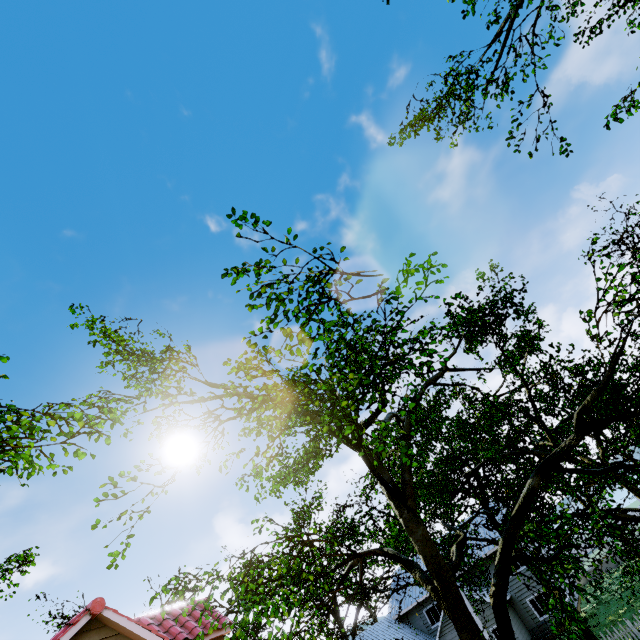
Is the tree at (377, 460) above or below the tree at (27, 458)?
below

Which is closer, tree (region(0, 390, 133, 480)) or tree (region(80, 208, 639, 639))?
tree (region(80, 208, 639, 639))

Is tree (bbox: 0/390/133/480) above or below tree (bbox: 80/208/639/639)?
above

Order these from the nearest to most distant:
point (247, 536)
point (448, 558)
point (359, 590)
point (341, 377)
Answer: point (341, 377)
point (448, 558)
point (247, 536)
point (359, 590)

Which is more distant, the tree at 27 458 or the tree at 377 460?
the tree at 27 458
